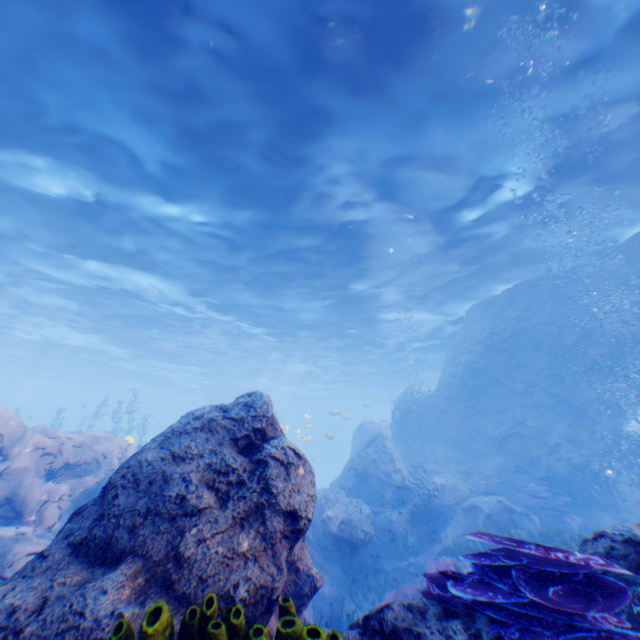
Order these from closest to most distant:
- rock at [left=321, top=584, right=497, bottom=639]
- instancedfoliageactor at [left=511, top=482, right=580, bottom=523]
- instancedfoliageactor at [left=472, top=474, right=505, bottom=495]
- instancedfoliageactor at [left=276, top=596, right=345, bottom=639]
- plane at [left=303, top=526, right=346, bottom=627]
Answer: instancedfoliageactor at [left=276, top=596, right=345, bottom=639] → rock at [left=321, top=584, right=497, bottom=639] → plane at [left=303, top=526, right=346, bottom=627] → instancedfoliageactor at [left=511, top=482, right=580, bottom=523] → instancedfoliageactor at [left=472, top=474, right=505, bottom=495]

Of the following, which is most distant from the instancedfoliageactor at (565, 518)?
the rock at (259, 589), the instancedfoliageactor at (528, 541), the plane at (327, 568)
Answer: the plane at (327, 568)

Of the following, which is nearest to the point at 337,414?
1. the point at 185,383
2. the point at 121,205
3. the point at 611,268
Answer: the point at 611,268

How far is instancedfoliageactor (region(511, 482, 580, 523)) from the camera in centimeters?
1194cm

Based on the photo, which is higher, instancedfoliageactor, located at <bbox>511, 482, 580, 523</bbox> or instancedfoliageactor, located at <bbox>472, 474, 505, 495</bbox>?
instancedfoliageactor, located at <bbox>472, 474, 505, 495</bbox>

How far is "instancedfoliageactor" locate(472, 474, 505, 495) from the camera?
13.7 meters

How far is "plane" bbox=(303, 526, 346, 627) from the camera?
9.1m

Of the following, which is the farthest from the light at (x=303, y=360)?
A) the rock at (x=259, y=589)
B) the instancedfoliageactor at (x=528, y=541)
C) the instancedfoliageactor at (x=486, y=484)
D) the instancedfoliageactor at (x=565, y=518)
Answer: the instancedfoliageactor at (x=565, y=518)
